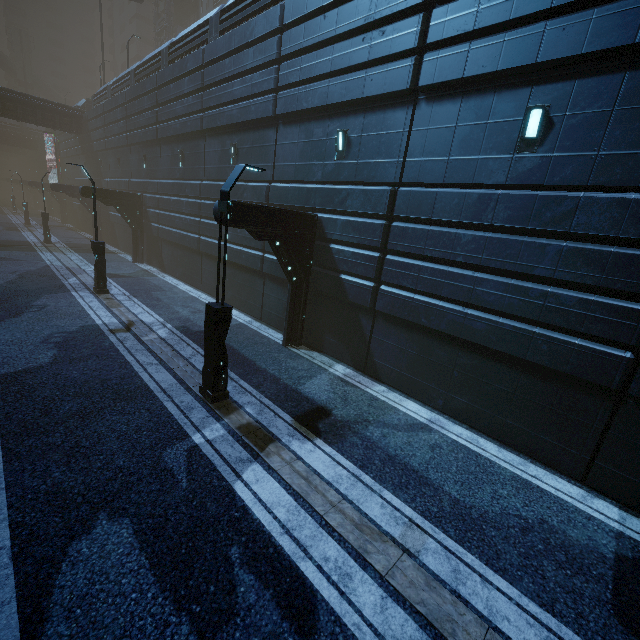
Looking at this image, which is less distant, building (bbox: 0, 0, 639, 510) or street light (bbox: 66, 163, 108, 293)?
building (bbox: 0, 0, 639, 510)

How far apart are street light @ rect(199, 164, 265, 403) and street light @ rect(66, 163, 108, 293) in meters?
10.6

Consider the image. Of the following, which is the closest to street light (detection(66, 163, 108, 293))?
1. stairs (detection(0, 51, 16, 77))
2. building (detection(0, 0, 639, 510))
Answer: building (detection(0, 0, 639, 510))

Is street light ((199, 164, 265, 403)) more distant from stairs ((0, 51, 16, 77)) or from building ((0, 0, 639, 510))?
stairs ((0, 51, 16, 77))

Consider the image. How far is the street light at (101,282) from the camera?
14.1m

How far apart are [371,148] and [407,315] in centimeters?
516cm

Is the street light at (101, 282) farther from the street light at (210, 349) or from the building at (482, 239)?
the street light at (210, 349)
